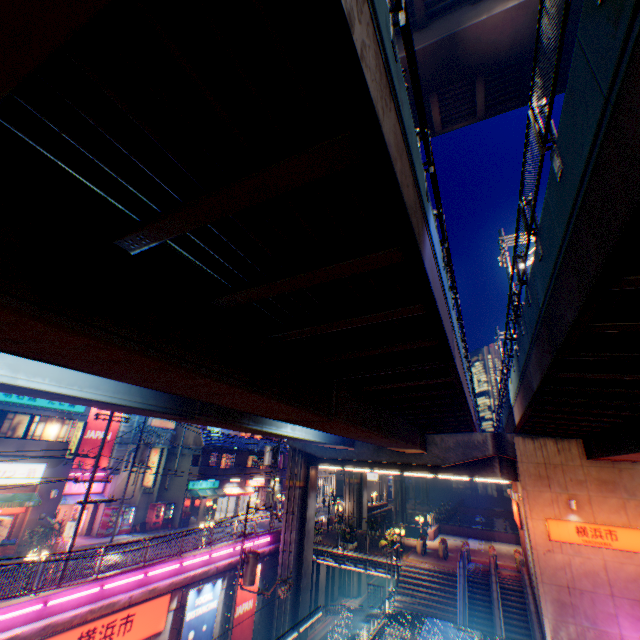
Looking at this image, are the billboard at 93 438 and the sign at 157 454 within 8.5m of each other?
yes

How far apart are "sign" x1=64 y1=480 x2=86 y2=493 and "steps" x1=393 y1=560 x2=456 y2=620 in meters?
24.2 m

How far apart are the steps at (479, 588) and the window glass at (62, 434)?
29.2m

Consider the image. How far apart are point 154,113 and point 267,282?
2.6m

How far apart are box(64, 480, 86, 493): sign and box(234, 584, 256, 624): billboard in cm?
1432

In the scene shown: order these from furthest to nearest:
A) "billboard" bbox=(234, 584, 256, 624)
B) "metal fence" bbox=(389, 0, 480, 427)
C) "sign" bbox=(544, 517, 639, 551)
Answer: "billboard" bbox=(234, 584, 256, 624), "sign" bbox=(544, 517, 639, 551), "metal fence" bbox=(389, 0, 480, 427)

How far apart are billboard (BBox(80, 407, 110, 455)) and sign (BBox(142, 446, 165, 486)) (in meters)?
3.69

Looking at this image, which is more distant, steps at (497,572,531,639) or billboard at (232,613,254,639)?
billboard at (232,613,254,639)
